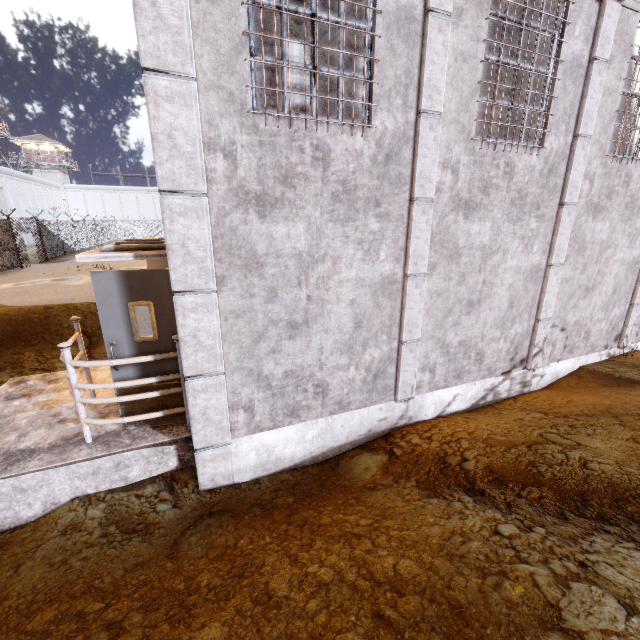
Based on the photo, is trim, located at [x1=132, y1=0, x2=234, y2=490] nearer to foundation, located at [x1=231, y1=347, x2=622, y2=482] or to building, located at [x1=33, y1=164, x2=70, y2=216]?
foundation, located at [x1=231, y1=347, x2=622, y2=482]

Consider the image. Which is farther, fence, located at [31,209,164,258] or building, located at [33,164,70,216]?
building, located at [33,164,70,216]

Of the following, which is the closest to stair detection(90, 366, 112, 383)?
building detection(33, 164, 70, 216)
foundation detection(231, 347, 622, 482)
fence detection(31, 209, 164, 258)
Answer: foundation detection(231, 347, 622, 482)

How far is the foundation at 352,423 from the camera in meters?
4.4 m

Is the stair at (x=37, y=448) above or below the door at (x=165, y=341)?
below

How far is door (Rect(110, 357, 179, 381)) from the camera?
4.2 meters

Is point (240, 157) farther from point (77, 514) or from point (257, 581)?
point (77, 514)

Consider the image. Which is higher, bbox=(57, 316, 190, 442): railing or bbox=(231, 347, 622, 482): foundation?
bbox=(57, 316, 190, 442): railing
